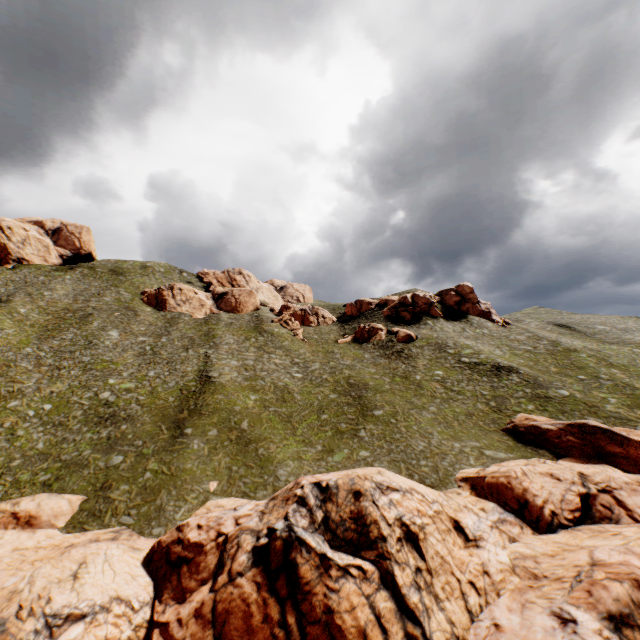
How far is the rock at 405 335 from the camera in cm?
5538

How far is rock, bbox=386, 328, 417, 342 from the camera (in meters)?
55.38

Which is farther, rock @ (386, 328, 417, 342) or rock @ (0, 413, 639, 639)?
rock @ (386, 328, 417, 342)

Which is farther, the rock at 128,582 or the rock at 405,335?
the rock at 405,335

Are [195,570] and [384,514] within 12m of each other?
yes

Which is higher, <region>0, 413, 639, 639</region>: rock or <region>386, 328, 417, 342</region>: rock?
<region>386, 328, 417, 342</region>: rock
